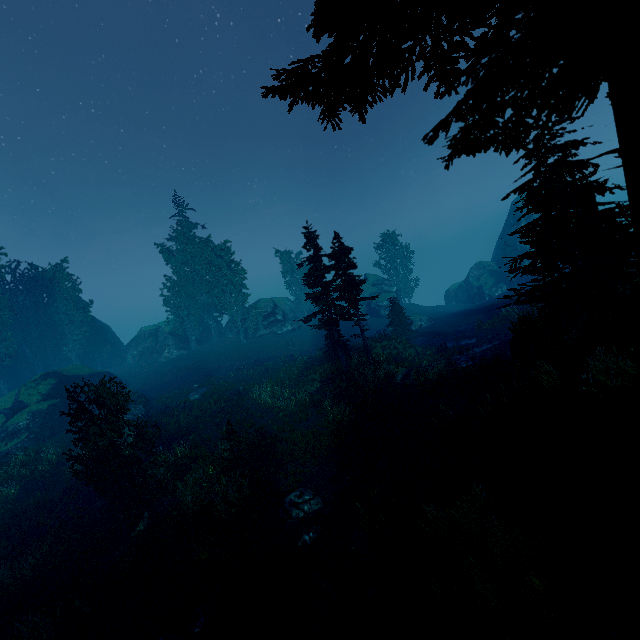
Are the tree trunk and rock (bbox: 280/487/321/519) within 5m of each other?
yes

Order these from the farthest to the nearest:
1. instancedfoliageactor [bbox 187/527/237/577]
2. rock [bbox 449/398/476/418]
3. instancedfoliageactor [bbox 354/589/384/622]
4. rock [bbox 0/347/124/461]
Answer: rock [bbox 0/347/124/461] < rock [bbox 449/398/476/418] < instancedfoliageactor [bbox 187/527/237/577] < instancedfoliageactor [bbox 354/589/384/622]

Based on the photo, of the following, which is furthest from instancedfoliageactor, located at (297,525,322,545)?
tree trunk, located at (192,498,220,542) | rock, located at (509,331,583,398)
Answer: tree trunk, located at (192,498,220,542)

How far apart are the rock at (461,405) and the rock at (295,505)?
6.5 meters

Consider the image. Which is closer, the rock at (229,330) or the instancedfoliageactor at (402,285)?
the rock at (229,330)

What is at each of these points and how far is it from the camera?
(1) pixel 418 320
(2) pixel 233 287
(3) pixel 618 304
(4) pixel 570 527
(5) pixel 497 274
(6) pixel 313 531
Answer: (1) rock, 41.22m
(2) instancedfoliageactor, 43.62m
(3) instancedfoliageactor, 3.76m
(4) instancedfoliageactor, 6.23m
(5) rock, 51.31m
(6) instancedfoliageactor, 11.48m

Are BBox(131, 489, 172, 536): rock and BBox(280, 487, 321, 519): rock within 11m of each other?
yes

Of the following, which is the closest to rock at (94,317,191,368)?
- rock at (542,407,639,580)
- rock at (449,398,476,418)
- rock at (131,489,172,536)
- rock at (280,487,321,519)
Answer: rock at (131,489,172,536)
